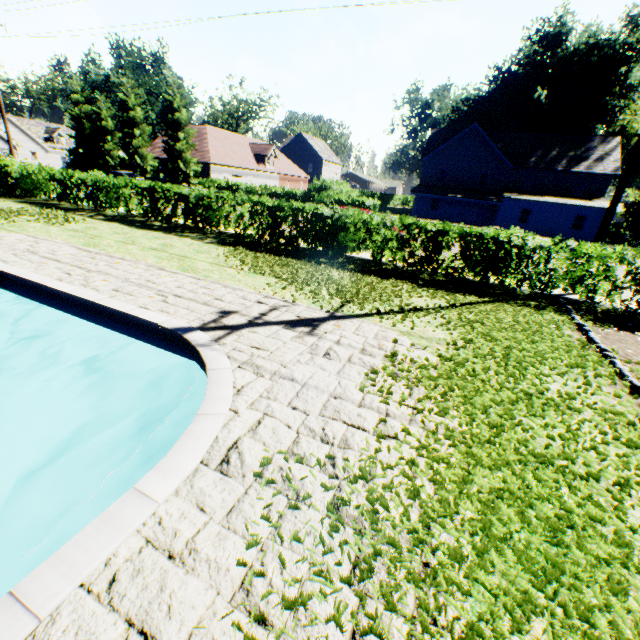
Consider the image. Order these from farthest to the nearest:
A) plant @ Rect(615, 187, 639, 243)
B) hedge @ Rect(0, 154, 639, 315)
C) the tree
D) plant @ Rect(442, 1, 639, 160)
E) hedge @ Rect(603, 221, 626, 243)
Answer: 1. plant @ Rect(442, 1, 639, 160)
2. hedge @ Rect(603, 221, 626, 243)
3. the tree
4. plant @ Rect(615, 187, 639, 243)
5. hedge @ Rect(0, 154, 639, 315)

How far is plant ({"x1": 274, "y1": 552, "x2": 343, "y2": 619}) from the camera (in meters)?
2.04

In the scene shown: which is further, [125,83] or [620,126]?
[620,126]

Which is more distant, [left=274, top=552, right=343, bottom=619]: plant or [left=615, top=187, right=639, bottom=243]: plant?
[left=615, top=187, right=639, bottom=243]: plant

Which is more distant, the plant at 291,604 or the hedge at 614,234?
the hedge at 614,234

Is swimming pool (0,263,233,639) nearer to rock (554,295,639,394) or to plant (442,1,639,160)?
plant (442,1,639,160)

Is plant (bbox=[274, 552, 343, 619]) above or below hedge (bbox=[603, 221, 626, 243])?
below

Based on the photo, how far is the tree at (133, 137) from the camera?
33.3 meters
